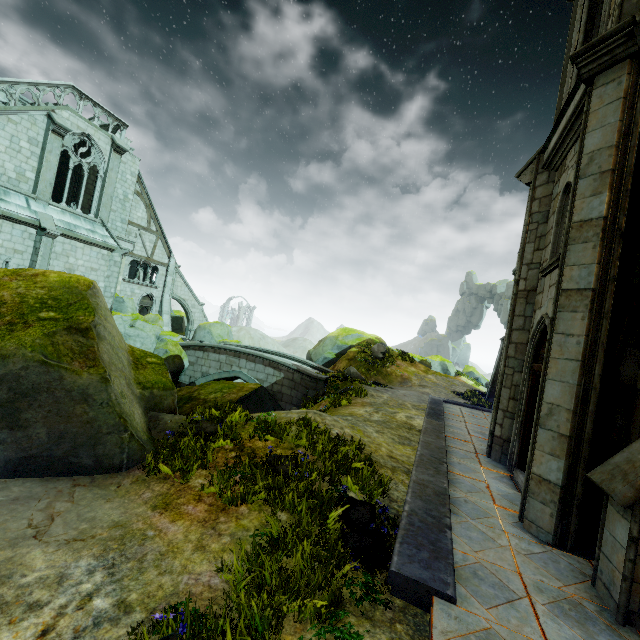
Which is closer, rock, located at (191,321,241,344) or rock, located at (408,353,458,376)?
rock, located at (191,321,241,344)

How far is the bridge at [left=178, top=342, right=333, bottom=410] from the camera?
19.53m

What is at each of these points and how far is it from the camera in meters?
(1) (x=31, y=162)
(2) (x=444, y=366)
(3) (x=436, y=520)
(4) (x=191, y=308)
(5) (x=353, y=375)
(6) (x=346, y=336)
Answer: (1) building, 16.4 m
(2) rock, 32.3 m
(3) wall trim, 5.0 m
(4) buttress, 32.5 m
(5) plant, 18.2 m
(6) rock, 26.8 m

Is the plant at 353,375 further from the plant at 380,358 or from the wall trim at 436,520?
the plant at 380,358

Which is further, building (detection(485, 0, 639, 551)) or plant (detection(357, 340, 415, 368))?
plant (detection(357, 340, 415, 368))

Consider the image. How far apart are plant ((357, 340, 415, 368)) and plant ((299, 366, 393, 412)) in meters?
6.6

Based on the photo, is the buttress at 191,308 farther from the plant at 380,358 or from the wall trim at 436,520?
the wall trim at 436,520

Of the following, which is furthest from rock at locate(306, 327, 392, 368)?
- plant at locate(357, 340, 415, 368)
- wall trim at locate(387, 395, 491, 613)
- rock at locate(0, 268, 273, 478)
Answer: wall trim at locate(387, 395, 491, 613)
